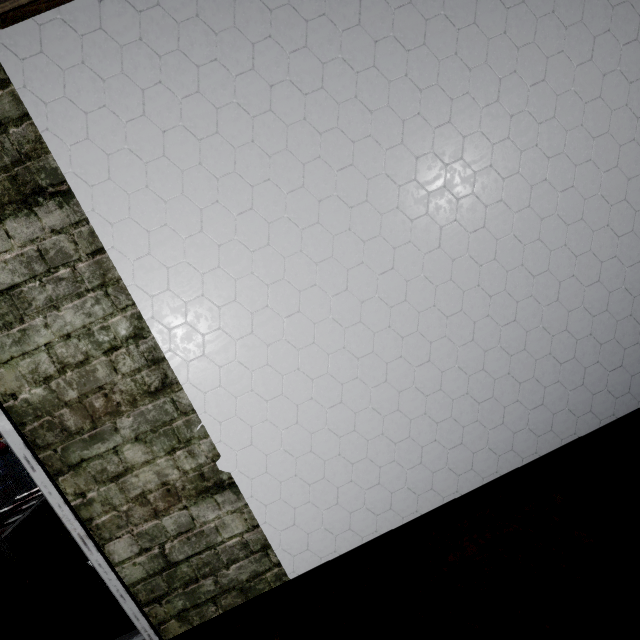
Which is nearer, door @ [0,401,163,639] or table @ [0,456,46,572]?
door @ [0,401,163,639]

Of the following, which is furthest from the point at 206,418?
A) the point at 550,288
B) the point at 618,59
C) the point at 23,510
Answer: the point at 23,510

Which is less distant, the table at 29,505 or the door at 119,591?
the door at 119,591
